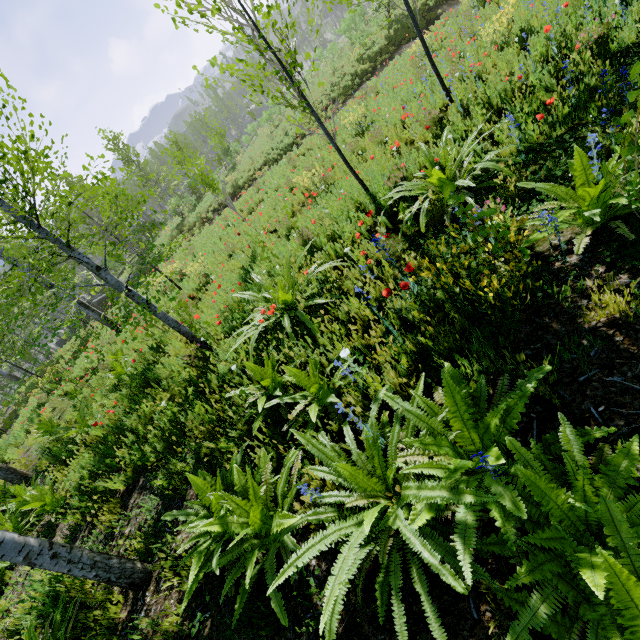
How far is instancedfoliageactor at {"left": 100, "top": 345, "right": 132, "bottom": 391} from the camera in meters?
7.5 m

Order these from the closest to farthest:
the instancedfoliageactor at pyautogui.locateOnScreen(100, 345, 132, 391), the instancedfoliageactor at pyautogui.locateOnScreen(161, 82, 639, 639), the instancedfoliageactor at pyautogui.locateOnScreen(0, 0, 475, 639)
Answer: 1. the instancedfoliageactor at pyautogui.locateOnScreen(161, 82, 639, 639)
2. the instancedfoliageactor at pyautogui.locateOnScreen(0, 0, 475, 639)
3. the instancedfoliageactor at pyautogui.locateOnScreen(100, 345, 132, 391)

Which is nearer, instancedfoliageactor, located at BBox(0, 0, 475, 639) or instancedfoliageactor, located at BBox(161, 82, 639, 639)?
instancedfoliageactor, located at BBox(161, 82, 639, 639)

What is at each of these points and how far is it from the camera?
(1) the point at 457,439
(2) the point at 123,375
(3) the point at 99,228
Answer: (1) instancedfoliageactor, 1.8 meters
(2) instancedfoliageactor, 7.6 meters
(3) instancedfoliageactor, 9.1 meters

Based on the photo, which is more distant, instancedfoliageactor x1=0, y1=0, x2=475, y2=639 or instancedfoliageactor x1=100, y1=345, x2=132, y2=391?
instancedfoliageactor x1=100, y1=345, x2=132, y2=391

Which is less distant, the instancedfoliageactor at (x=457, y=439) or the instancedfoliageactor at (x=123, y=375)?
the instancedfoliageactor at (x=457, y=439)
